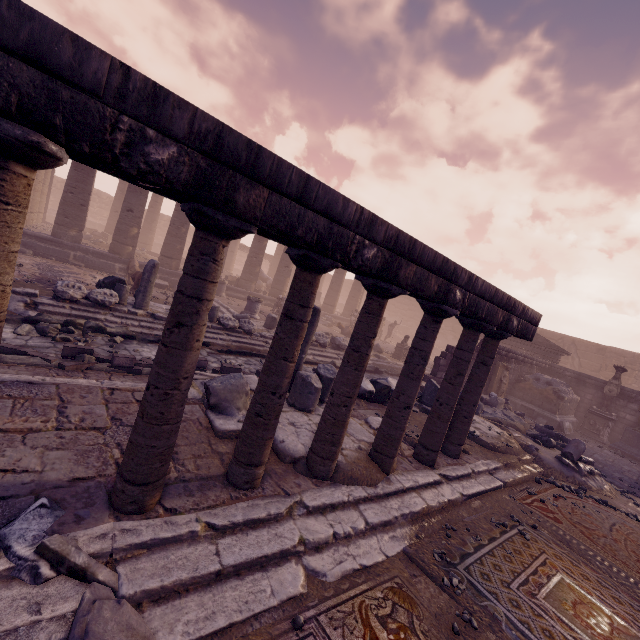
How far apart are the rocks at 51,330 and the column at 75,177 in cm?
964

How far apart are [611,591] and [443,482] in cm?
215

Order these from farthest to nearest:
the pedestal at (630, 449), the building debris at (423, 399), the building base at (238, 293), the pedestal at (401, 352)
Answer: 1. the building base at (238, 293)
2. the pedestal at (401, 352)
3. the pedestal at (630, 449)
4. the building debris at (423, 399)

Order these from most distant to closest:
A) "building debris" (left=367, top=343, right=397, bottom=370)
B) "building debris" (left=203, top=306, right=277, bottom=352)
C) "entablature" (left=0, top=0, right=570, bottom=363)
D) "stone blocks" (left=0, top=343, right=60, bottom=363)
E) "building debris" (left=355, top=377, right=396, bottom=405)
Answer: "building debris" (left=367, top=343, right=397, bottom=370)
"building debris" (left=203, top=306, right=277, bottom=352)
"building debris" (left=355, top=377, right=396, bottom=405)
"stone blocks" (left=0, top=343, right=60, bottom=363)
"entablature" (left=0, top=0, right=570, bottom=363)

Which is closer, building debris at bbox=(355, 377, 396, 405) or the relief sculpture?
building debris at bbox=(355, 377, 396, 405)

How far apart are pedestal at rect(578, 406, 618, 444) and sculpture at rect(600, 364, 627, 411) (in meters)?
0.01

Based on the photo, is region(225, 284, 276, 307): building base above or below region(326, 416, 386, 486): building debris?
above

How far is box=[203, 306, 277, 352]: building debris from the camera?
10.1 meters
